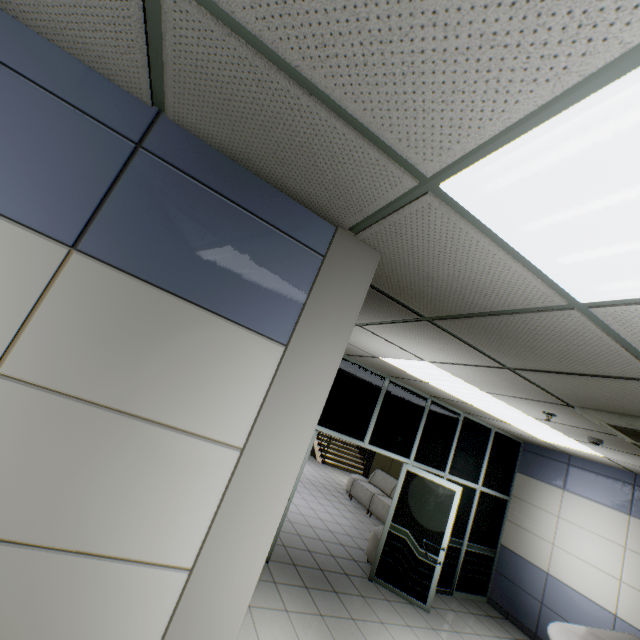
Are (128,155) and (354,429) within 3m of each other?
no

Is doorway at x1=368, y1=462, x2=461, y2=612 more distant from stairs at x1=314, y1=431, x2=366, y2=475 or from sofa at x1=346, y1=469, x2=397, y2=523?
Answer: stairs at x1=314, y1=431, x2=366, y2=475

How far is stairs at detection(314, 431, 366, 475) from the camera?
14.1 meters

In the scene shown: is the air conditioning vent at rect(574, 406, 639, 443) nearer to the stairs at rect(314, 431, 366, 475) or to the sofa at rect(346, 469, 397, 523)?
the sofa at rect(346, 469, 397, 523)

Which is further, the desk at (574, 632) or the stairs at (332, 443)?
the stairs at (332, 443)

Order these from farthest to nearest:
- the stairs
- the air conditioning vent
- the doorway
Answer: the stairs < the doorway < the air conditioning vent

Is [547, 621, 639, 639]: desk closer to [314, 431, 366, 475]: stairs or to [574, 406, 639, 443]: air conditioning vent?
[574, 406, 639, 443]: air conditioning vent

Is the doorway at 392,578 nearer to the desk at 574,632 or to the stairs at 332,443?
the desk at 574,632
